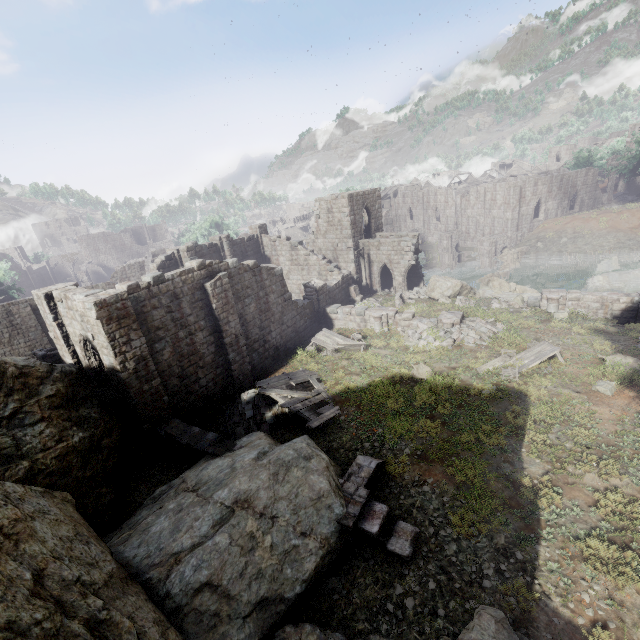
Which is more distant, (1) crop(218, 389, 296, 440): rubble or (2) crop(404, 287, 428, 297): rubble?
(2) crop(404, 287, 428, 297): rubble

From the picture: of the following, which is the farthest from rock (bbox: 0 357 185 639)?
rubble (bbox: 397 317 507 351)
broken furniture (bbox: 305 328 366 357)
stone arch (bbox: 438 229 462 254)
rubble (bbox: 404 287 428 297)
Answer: stone arch (bbox: 438 229 462 254)

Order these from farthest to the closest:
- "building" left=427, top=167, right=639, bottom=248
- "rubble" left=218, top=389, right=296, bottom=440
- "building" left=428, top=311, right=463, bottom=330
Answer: "building" left=427, top=167, right=639, bottom=248
"building" left=428, top=311, right=463, bottom=330
"rubble" left=218, top=389, right=296, bottom=440

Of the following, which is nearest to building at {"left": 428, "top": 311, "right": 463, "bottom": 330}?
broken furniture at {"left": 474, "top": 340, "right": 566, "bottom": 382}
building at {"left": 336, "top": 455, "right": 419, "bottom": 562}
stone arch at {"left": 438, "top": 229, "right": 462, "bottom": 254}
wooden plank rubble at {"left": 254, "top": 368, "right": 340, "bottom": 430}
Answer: stone arch at {"left": 438, "top": 229, "right": 462, "bottom": 254}

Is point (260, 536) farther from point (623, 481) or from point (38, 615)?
point (623, 481)

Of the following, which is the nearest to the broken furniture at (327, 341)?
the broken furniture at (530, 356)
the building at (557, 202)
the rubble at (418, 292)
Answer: the building at (557, 202)

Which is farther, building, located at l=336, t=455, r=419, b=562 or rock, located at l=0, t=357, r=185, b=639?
building, located at l=336, t=455, r=419, b=562

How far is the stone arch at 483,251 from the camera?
45.44m
